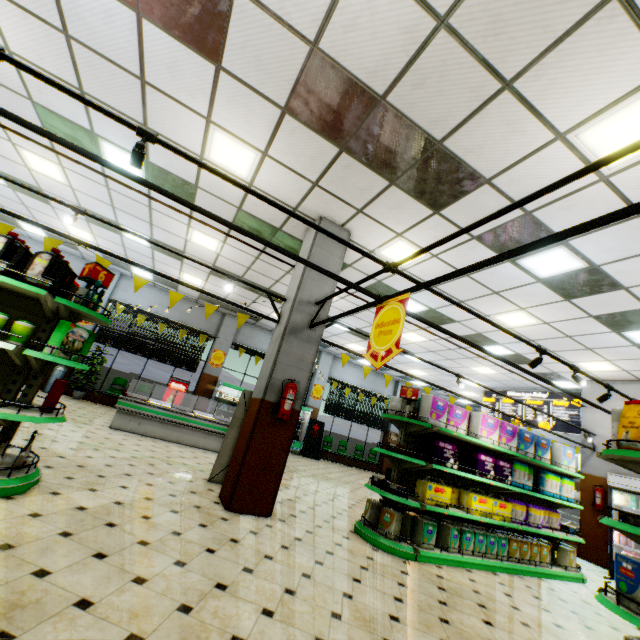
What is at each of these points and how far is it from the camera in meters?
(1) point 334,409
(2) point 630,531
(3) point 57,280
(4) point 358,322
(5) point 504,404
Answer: (1) curtain, 16.2 m
(2) shelf, 2.5 m
(3) liquid laundry detergent, 3.4 m
(4) building, 10.9 m
(5) sign, 13.5 m

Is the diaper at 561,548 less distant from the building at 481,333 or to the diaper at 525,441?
the building at 481,333

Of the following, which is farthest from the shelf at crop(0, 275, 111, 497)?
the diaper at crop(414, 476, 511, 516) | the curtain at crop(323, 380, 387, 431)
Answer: the curtain at crop(323, 380, 387, 431)

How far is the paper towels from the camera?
5.8m

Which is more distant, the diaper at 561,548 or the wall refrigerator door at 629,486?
the wall refrigerator door at 629,486

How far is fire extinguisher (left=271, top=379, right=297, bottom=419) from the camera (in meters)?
4.80

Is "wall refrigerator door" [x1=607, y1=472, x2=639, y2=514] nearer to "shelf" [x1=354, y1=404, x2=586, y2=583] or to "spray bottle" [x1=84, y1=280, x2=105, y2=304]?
"shelf" [x1=354, y1=404, x2=586, y2=583]

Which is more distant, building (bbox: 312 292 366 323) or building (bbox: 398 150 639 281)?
building (bbox: 312 292 366 323)
